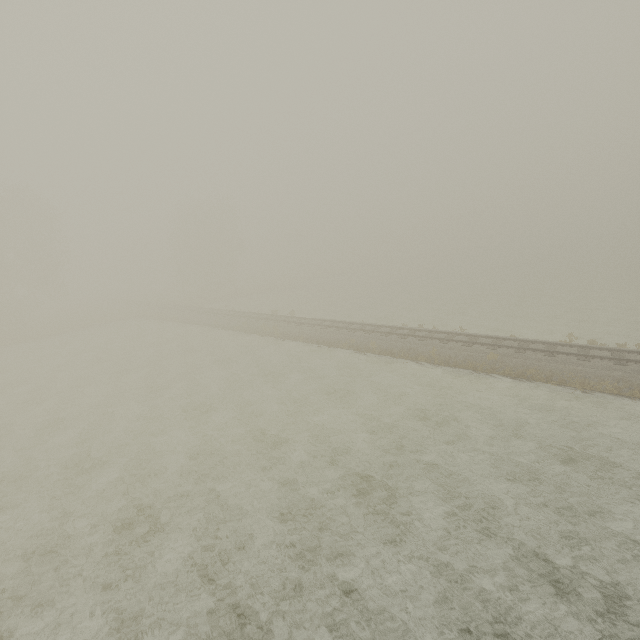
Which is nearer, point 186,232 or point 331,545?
point 331,545
